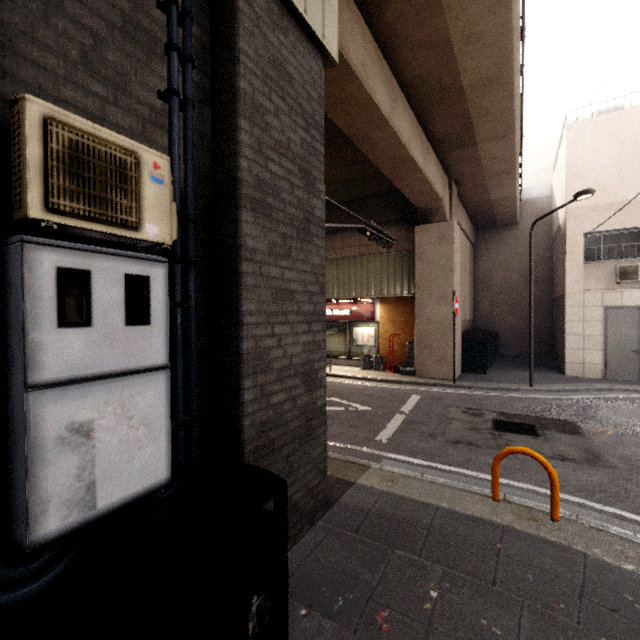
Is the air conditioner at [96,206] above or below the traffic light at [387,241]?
below

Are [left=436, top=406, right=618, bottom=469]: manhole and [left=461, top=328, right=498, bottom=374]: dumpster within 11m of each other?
yes

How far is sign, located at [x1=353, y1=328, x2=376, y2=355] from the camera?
13.71m

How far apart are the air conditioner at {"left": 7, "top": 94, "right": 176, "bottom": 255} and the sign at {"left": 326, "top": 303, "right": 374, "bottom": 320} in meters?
11.8 m

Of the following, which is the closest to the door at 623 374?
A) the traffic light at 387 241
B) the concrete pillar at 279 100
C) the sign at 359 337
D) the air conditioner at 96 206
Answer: the concrete pillar at 279 100

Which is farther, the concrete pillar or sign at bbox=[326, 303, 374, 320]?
sign at bbox=[326, 303, 374, 320]

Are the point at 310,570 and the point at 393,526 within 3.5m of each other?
yes

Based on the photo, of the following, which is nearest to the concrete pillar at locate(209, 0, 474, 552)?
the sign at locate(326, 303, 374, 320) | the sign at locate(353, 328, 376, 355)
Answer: the sign at locate(326, 303, 374, 320)
